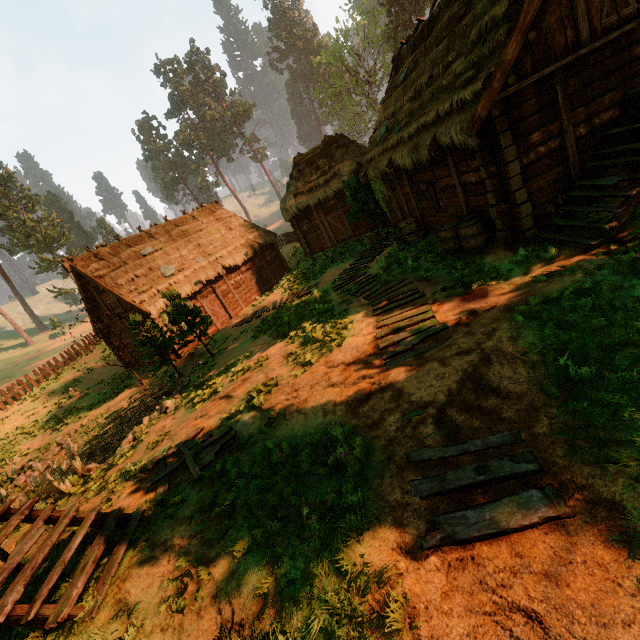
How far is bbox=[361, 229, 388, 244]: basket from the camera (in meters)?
17.09

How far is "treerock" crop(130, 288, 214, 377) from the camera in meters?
13.9

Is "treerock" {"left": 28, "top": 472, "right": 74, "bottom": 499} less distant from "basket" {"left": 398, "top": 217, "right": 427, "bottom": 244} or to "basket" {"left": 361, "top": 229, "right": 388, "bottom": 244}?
"basket" {"left": 361, "top": 229, "right": 388, "bottom": 244}

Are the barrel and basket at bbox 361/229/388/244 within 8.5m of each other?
yes

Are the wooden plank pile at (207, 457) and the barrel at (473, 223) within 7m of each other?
no

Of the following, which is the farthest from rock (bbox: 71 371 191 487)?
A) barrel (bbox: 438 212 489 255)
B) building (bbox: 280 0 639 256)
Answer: barrel (bbox: 438 212 489 255)

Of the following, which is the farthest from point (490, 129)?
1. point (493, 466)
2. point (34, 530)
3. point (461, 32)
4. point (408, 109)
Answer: point (34, 530)

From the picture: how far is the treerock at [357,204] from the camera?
18.0 meters
